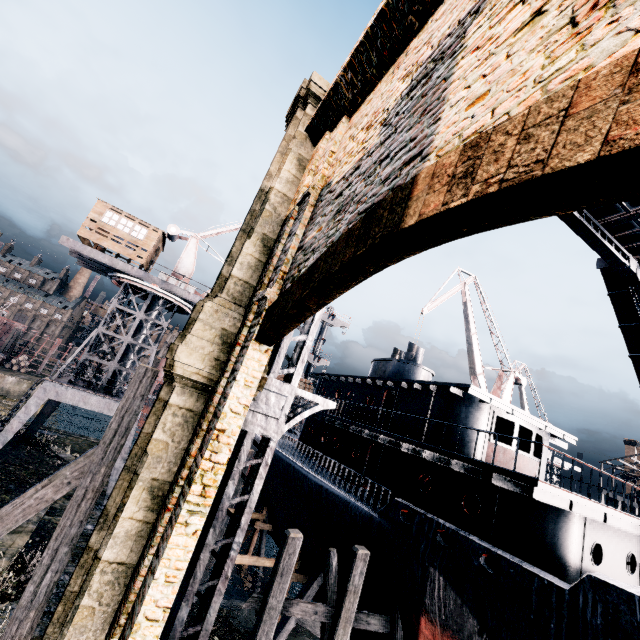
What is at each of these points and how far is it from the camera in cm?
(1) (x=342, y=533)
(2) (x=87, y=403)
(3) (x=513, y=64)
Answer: (1) ship, 1430
(2) crane, 2111
(3) building, 289

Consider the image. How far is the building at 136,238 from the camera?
23.03m

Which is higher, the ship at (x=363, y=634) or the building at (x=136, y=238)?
the building at (x=136, y=238)

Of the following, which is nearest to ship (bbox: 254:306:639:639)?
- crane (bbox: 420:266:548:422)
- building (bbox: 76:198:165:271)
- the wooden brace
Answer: crane (bbox: 420:266:548:422)

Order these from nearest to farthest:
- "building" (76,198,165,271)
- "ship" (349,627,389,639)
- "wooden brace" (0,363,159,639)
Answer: "wooden brace" (0,363,159,639) → "ship" (349,627,389,639) → "building" (76,198,165,271)

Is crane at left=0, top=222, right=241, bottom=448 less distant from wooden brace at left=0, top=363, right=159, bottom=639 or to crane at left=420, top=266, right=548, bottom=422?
crane at left=420, top=266, right=548, bottom=422

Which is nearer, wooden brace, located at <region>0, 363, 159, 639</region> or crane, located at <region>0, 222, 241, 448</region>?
wooden brace, located at <region>0, 363, 159, 639</region>

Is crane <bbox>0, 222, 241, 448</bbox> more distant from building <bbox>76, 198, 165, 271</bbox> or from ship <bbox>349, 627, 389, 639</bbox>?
ship <bbox>349, 627, 389, 639</bbox>
